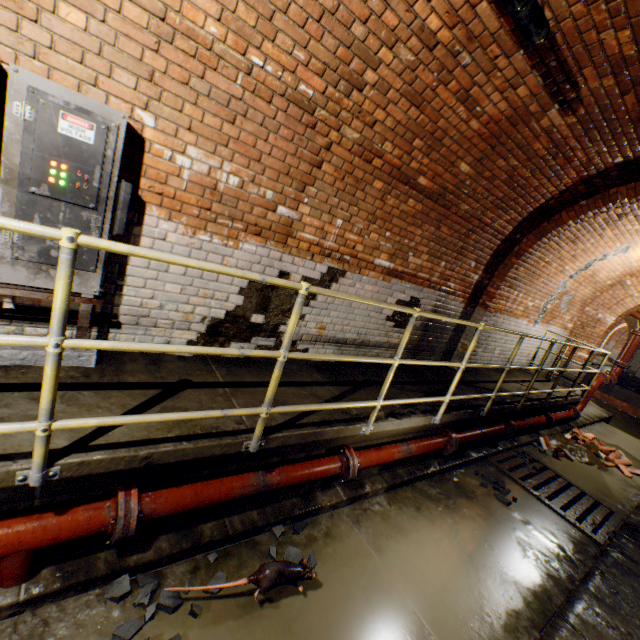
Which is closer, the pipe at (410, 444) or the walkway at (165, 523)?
the walkway at (165, 523)

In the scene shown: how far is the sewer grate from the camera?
4.5 meters

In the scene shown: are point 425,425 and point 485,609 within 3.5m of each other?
yes

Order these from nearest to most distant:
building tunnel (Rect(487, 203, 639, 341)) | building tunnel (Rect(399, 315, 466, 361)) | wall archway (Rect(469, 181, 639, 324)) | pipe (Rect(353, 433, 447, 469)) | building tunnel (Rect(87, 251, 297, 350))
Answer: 1. building tunnel (Rect(87, 251, 297, 350))
2. pipe (Rect(353, 433, 447, 469))
3. wall archway (Rect(469, 181, 639, 324))
4. building tunnel (Rect(399, 315, 466, 361))
5. building tunnel (Rect(487, 203, 639, 341))

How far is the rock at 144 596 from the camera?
2.06m

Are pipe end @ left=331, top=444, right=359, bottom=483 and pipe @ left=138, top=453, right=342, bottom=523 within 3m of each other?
yes

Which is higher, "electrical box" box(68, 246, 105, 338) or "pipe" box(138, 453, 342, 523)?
"electrical box" box(68, 246, 105, 338)

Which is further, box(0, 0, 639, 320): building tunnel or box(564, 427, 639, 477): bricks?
box(564, 427, 639, 477): bricks
